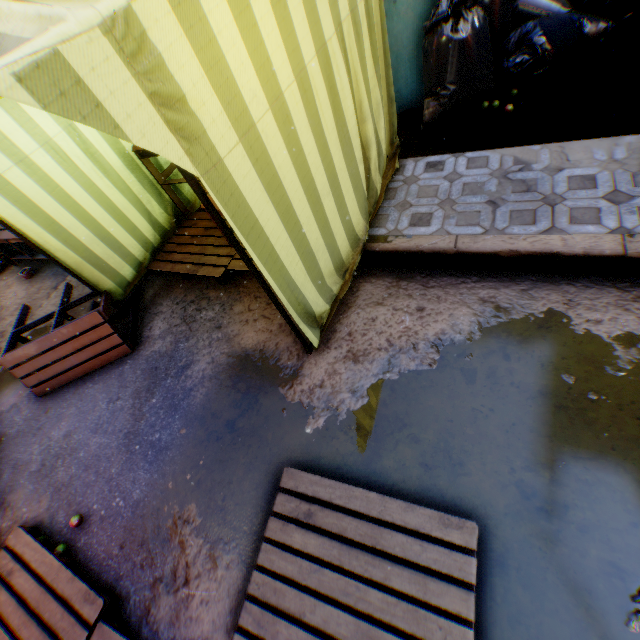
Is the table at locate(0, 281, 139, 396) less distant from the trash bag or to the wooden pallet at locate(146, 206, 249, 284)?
the wooden pallet at locate(146, 206, 249, 284)

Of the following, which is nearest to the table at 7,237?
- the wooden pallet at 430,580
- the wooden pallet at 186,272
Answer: the wooden pallet at 186,272

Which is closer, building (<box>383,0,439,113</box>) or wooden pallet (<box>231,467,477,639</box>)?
wooden pallet (<box>231,467,477,639</box>)

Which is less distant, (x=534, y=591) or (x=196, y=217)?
(x=534, y=591)

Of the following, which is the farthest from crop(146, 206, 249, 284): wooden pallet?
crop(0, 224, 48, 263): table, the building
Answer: the building

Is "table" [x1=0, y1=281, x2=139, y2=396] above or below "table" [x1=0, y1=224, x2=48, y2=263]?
below

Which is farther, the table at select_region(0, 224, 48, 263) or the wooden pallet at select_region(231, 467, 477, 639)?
the table at select_region(0, 224, 48, 263)

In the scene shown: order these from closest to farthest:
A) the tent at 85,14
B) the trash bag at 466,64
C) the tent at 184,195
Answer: the tent at 85,14, the trash bag at 466,64, the tent at 184,195
